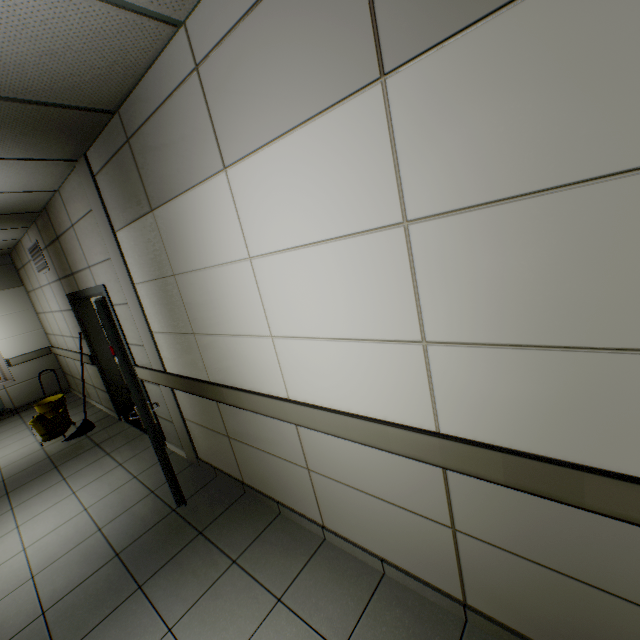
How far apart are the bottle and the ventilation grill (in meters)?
2.09

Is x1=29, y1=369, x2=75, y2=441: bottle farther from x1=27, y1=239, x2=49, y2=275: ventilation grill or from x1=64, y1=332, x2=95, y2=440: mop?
x1=27, y1=239, x2=49, y2=275: ventilation grill

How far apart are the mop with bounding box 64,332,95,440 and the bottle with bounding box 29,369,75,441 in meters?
0.1 m

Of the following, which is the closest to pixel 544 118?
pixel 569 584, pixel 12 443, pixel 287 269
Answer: pixel 287 269

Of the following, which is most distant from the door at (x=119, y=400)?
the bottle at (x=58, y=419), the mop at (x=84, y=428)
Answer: the bottle at (x=58, y=419)

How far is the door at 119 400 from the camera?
2.64m

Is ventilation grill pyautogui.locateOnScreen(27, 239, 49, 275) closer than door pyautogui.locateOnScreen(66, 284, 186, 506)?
No

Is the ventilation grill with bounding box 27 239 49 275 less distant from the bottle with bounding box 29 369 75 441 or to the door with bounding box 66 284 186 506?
the door with bounding box 66 284 186 506
